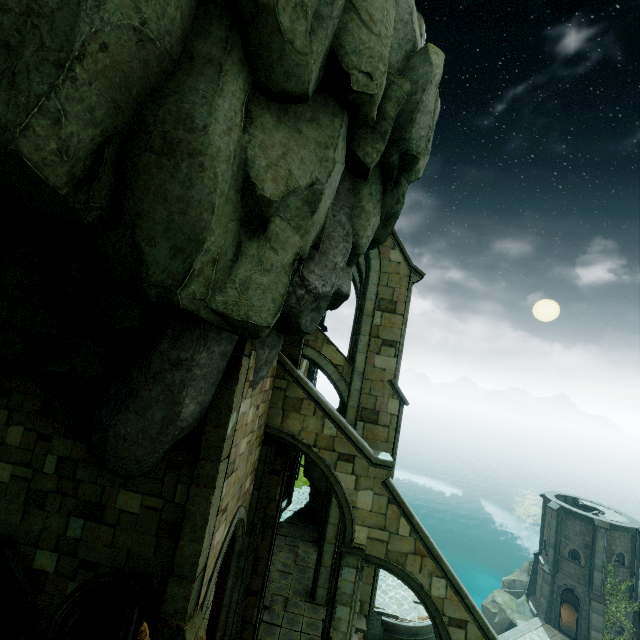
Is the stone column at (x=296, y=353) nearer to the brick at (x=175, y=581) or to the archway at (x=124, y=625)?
the archway at (x=124, y=625)

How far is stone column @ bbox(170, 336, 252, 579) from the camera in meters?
6.9 m

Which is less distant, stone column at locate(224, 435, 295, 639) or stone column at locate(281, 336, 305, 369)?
stone column at locate(224, 435, 295, 639)

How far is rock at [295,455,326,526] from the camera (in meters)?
20.55

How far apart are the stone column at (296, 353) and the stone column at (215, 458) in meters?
3.7 m

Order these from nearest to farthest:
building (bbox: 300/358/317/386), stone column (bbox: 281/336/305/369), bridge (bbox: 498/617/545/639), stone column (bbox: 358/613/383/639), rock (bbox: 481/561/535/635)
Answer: stone column (bbox: 281/336/305/369) → stone column (bbox: 358/613/383/639) → building (bbox: 300/358/317/386) → bridge (bbox: 498/617/545/639) → rock (bbox: 481/561/535/635)

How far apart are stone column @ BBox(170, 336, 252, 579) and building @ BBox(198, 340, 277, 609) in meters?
0.0 m

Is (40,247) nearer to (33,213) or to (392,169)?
(33,213)
